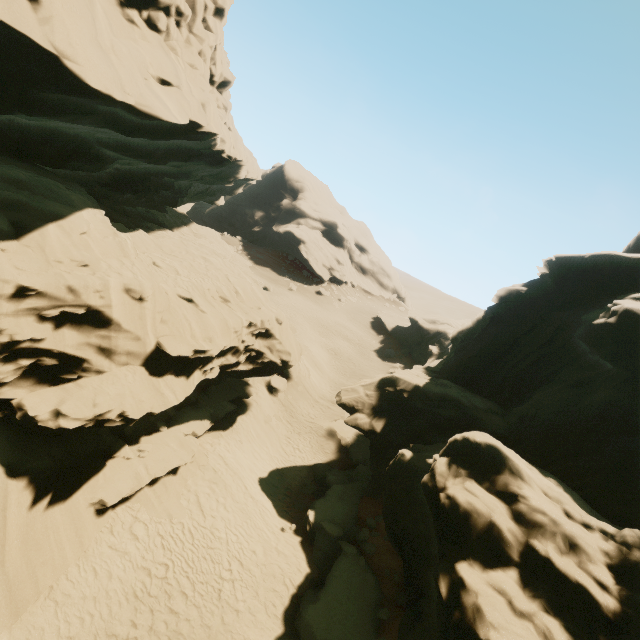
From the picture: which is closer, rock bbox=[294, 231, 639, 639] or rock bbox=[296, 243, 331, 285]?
rock bbox=[294, 231, 639, 639]

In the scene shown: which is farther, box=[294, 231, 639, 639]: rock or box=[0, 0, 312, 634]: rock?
box=[0, 0, 312, 634]: rock

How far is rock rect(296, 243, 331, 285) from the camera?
57.6 meters

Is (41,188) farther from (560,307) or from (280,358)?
(560,307)

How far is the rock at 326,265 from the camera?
57.59m

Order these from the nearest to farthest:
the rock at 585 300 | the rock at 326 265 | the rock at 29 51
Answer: the rock at 585 300, the rock at 29 51, the rock at 326 265

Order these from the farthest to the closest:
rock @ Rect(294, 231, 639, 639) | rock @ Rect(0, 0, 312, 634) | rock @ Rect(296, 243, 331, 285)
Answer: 1. rock @ Rect(296, 243, 331, 285)
2. rock @ Rect(0, 0, 312, 634)
3. rock @ Rect(294, 231, 639, 639)
